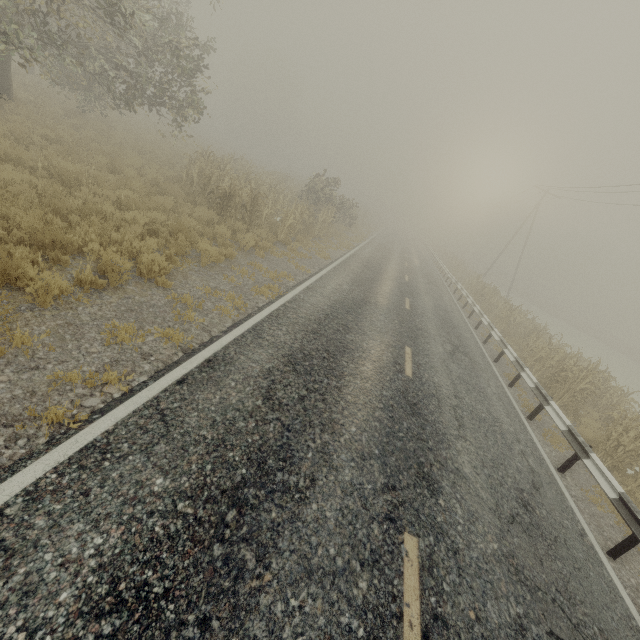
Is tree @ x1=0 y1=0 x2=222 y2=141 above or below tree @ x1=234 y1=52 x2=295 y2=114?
below

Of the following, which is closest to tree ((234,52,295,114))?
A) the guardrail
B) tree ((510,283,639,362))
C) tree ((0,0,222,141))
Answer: tree ((0,0,222,141))

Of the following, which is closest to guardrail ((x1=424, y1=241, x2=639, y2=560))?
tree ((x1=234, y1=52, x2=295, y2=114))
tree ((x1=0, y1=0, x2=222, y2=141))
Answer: tree ((x1=0, y1=0, x2=222, y2=141))

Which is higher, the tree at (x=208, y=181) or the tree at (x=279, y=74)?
the tree at (x=279, y=74)

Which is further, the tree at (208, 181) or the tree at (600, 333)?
the tree at (600, 333)

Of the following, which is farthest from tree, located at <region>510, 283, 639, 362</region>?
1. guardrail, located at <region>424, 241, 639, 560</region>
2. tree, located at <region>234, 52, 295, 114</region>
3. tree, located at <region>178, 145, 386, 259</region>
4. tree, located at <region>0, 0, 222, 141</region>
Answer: tree, located at <region>234, 52, 295, 114</region>

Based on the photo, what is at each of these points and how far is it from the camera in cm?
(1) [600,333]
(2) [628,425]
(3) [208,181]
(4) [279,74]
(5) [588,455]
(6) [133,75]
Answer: (1) tree, 5266
(2) tree, 836
(3) tree, 1300
(4) tree, 5734
(5) guardrail, 667
(6) tree, 1377

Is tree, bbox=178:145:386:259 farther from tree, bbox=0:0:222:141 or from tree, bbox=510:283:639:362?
tree, bbox=510:283:639:362
